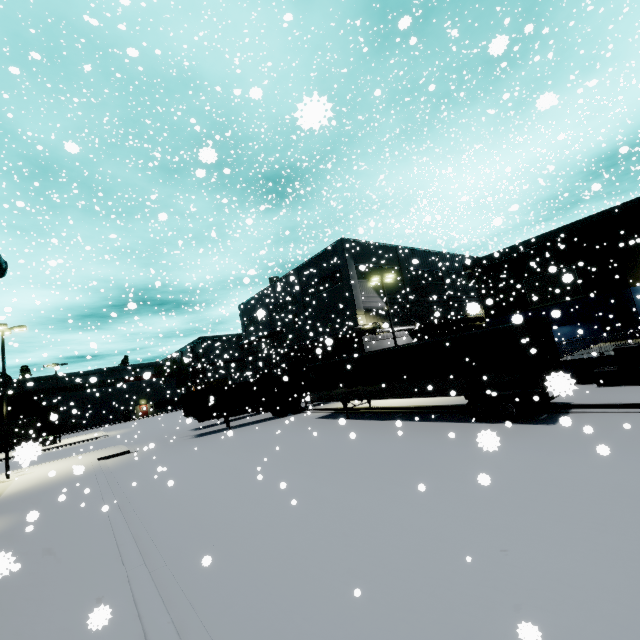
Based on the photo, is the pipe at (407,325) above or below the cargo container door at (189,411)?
above

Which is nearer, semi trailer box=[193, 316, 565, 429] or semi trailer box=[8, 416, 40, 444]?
semi trailer box=[193, 316, 565, 429]

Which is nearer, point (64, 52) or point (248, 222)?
point (248, 222)

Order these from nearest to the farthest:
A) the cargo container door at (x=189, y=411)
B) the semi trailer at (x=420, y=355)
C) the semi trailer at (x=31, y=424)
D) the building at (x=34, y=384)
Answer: the semi trailer at (x=420, y=355), the cargo container door at (x=189, y=411), the semi trailer at (x=31, y=424), the building at (x=34, y=384)

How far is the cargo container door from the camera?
Answer: 25.5 meters

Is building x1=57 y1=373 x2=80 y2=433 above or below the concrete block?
above

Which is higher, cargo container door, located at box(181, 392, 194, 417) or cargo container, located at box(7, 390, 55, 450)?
cargo container, located at box(7, 390, 55, 450)

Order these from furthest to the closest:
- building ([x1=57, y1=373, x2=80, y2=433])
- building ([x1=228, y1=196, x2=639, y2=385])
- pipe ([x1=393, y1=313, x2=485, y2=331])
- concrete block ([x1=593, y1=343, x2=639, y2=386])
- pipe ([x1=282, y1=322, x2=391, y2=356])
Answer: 1. building ([x1=57, y1=373, x2=80, y2=433])
2. pipe ([x1=393, y1=313, x2=485, y2=331])
3. pipe ([x1=282, y1=322, x2=391, y2=356])
4. building ([x1=228, y1=196, x2=639, y2=385])
5. concrete block ([x1=593, y1=343, x2=639, y2=386])
